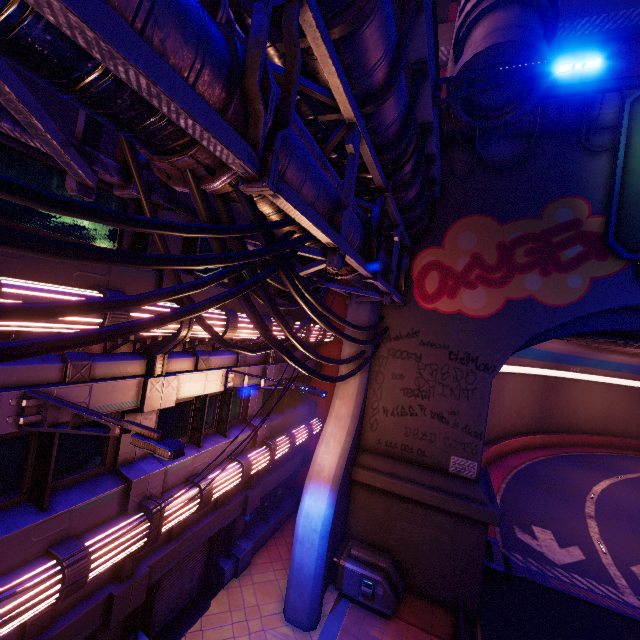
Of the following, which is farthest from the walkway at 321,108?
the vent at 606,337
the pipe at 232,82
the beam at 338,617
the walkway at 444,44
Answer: the beam at 338,617

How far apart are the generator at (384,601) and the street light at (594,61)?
14.20m

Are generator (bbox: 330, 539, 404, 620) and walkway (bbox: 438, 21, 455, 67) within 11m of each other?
no

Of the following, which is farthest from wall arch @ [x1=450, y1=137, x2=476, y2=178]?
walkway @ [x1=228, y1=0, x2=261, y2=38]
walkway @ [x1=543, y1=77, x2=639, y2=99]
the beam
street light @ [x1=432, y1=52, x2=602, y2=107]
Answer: street light @ [x1=432, y1=52, x2=602, y2=107]

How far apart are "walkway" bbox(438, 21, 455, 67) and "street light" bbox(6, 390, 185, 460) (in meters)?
19.29

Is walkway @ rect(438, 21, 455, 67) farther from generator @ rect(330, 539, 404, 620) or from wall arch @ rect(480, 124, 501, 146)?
generator @ rect(330, 539, 404, 620)

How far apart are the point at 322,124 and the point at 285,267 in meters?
5.0 m

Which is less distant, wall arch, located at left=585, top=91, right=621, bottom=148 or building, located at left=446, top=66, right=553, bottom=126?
building, located at left=446, top=66, right=553, bottom=126
